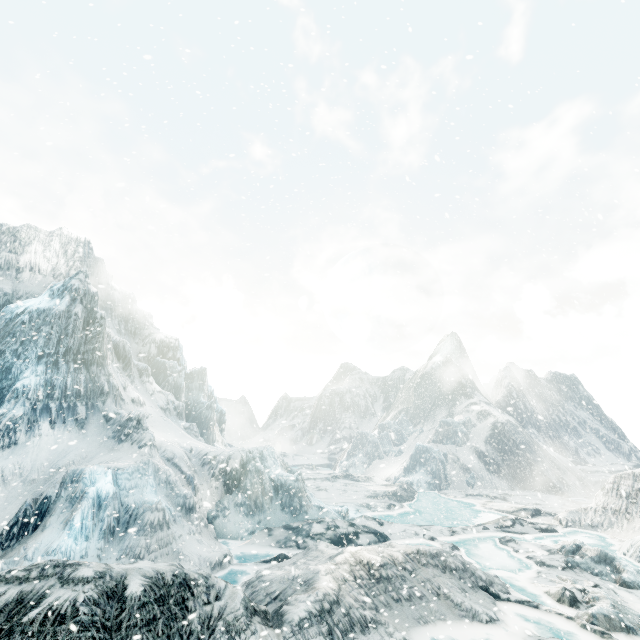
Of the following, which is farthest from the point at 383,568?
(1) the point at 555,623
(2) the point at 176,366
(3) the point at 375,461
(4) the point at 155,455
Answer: (3) the point at 375,461
